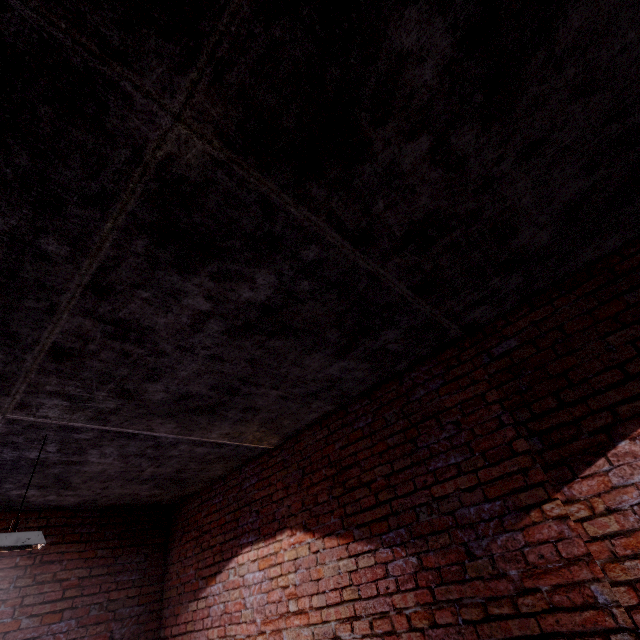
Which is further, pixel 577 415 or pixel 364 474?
pixel 364 474
